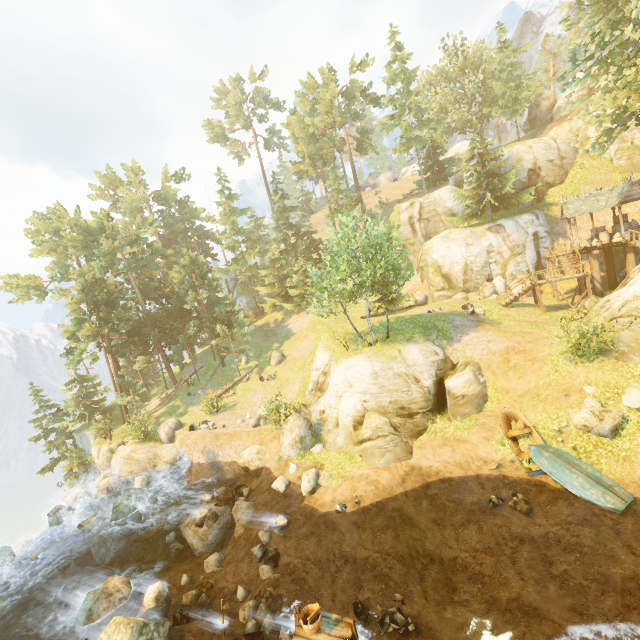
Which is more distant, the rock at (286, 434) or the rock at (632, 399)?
the rock at (286, 434)

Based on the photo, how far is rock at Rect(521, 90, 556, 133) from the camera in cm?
4912

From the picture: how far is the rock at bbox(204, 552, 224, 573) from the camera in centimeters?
1652cm

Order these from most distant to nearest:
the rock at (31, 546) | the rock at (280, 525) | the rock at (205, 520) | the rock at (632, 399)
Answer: the rock at (31, 546)
the rock at (205, 520)
the rock at (280, 525)
the rock at (632, 399)

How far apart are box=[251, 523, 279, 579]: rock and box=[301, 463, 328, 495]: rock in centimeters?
222cm

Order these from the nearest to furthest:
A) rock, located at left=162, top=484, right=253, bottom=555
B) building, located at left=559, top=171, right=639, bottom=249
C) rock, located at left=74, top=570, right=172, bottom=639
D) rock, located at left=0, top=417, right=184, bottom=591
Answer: rock, located at left=74, top=570, right=172, bottom=639 < rock, located at left=162, top=484, right=253, bottom=555 < rock, located at left=0, top=417, right=184, bottom=591 < building, located at left=559, top=171, right=639, bottom=249

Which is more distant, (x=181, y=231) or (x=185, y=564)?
(x=181, y=231)

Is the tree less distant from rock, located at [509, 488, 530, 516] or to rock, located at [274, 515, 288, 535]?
rock, located at [274, 515, 288, 535]
